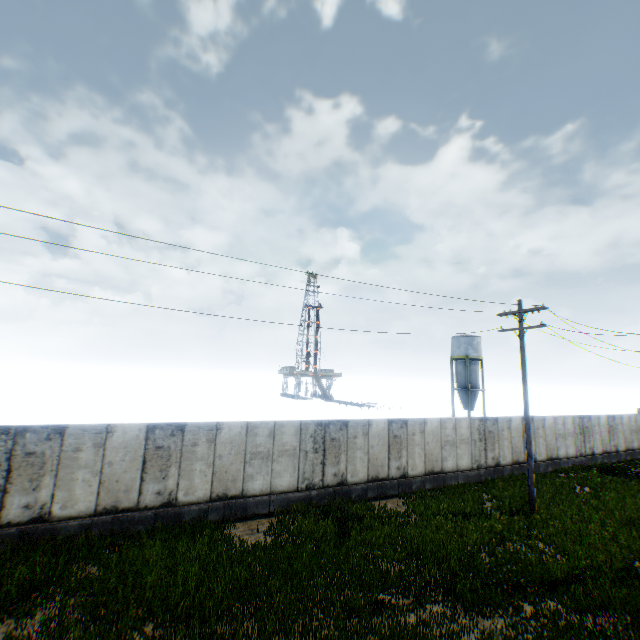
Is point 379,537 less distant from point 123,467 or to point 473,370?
point 123,467

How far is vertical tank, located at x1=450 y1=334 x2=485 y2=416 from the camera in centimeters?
4531cm

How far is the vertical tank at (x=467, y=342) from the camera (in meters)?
45.31
